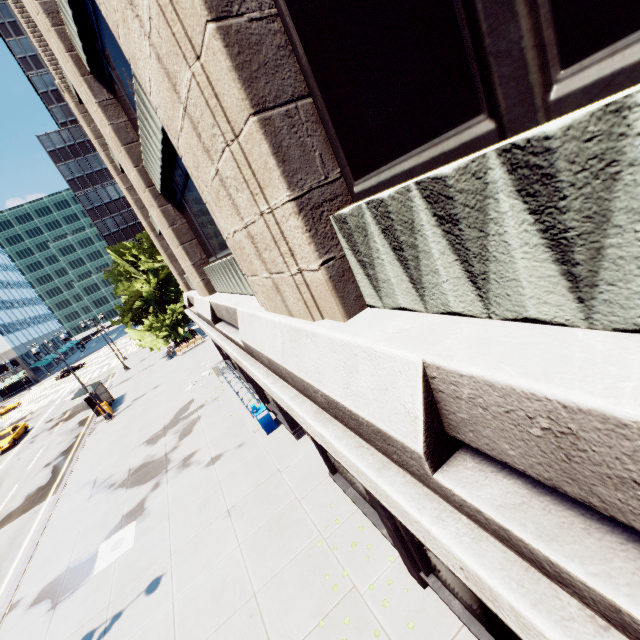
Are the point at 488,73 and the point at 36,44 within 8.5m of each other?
no

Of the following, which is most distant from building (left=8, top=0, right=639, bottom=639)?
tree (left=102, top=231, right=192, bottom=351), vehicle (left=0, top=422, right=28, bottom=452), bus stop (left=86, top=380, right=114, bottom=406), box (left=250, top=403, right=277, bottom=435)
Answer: vehicle (left=0, top=422, right=28, bottom=452)

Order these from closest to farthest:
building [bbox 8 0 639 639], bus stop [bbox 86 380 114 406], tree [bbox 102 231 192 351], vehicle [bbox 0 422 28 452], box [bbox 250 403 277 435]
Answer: building [bbox 8 0 639 639] → box [bbox 250 403 277 435] → bus stop [bbox 86 380 114 406] → vehicle [bbox 0 422 28 452] → tree [bbox 102 231 192 351]

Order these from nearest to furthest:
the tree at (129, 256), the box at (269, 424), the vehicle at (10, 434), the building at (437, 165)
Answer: the building at (437, 165), the box at (269, 424), the vehicle at (10, 434), the tree at (129, 256)

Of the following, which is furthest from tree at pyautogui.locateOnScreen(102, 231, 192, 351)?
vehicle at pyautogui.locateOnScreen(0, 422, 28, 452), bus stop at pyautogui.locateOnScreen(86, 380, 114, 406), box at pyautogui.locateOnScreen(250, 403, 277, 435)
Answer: box at pyautogui.locateOnScreen(250, 403, 277, 435)

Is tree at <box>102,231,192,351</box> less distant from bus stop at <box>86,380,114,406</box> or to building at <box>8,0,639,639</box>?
bus stop at <box>86,380,114,406</box>

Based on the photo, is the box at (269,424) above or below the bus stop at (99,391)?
below

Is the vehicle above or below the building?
below
